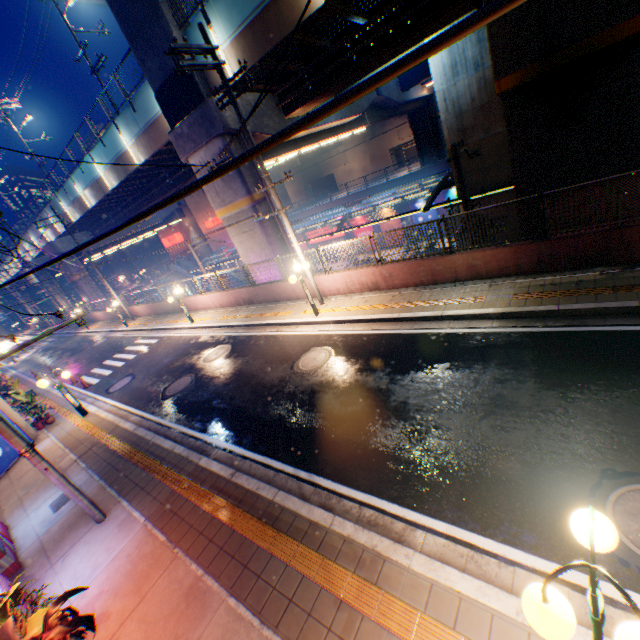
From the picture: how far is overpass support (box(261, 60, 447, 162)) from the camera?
19.59m

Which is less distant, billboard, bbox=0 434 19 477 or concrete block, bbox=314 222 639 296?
concrete block, bbox=314 222 639 296

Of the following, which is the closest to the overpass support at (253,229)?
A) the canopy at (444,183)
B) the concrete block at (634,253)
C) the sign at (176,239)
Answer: the concrete block at (634,253)

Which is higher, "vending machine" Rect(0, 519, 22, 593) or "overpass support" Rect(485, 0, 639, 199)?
"overpass support" Rect(485, 0, 639, 199)

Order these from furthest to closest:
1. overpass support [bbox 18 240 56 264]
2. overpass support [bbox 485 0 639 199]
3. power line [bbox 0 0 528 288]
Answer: overpass support [bbox 18 240 56 264], overpass support [bbox 485 0 639 199], power line [bbox 0 0 528 288]

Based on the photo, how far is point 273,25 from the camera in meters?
11.5

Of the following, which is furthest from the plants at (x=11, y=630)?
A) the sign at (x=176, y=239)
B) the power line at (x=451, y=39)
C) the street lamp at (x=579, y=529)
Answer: the sign at (x=176, y=239)

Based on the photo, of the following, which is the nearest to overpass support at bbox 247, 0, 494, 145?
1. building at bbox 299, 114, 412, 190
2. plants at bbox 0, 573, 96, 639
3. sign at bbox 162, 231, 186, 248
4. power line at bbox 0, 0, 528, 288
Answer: sign at bbox 162, 231, 186, 248
